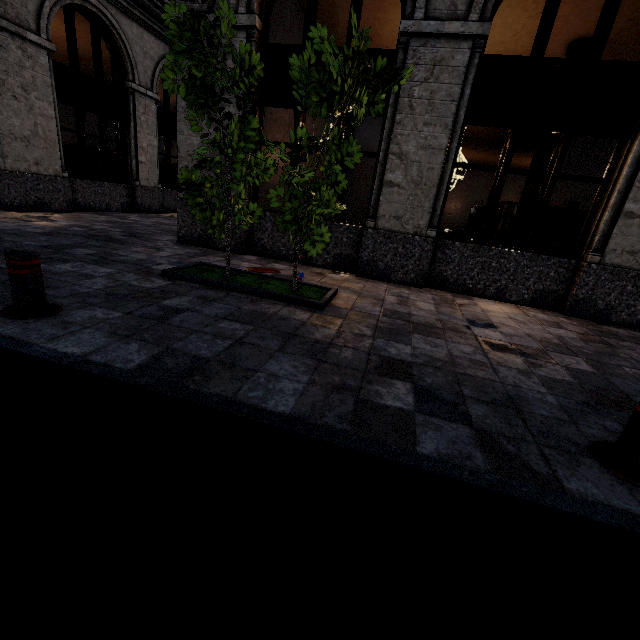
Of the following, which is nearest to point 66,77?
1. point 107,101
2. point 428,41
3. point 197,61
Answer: point 107,101

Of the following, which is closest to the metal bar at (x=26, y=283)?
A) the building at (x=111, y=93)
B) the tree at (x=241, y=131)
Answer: the tree at (x=241, y=131)

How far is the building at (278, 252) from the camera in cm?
705

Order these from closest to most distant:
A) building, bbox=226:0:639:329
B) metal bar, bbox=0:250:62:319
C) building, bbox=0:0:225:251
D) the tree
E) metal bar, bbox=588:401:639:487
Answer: metal bar, bbox=588:401:639:487
metal bar, bbox=0:250:62:319
the tree
building, bbox=226:0:639:329
building, bbox=0:0:225:251

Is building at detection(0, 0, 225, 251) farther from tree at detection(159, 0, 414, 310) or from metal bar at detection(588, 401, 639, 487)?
metal bar at detection(588, 401, 639, 487)

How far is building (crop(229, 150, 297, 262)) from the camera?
7.1m

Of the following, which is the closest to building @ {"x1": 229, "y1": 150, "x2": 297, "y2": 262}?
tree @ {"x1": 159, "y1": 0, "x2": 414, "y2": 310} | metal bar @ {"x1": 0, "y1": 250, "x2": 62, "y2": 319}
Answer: tree @ {"x1": 159, "y1": 0, "x2": 414, "y2": 310}

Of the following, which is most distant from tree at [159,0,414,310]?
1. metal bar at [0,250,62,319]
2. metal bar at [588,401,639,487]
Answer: metal bar at [588,401,639,487]
